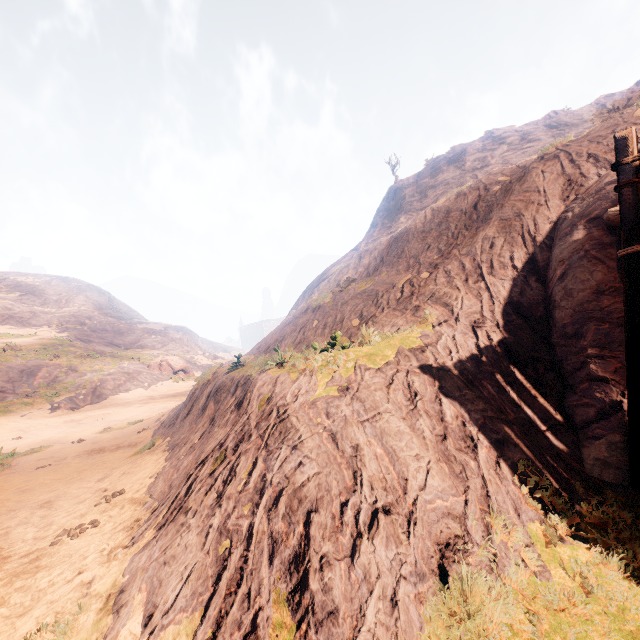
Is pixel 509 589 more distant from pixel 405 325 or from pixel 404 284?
pixel 404 284

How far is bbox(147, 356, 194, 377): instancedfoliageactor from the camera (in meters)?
38.59

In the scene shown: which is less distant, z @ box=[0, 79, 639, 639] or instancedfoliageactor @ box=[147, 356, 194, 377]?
z @ box=[0, 79, 639, 639]

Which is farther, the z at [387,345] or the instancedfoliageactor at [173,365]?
the instancedfoliageactor at [173,365]

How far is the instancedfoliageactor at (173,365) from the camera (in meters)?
38.59
